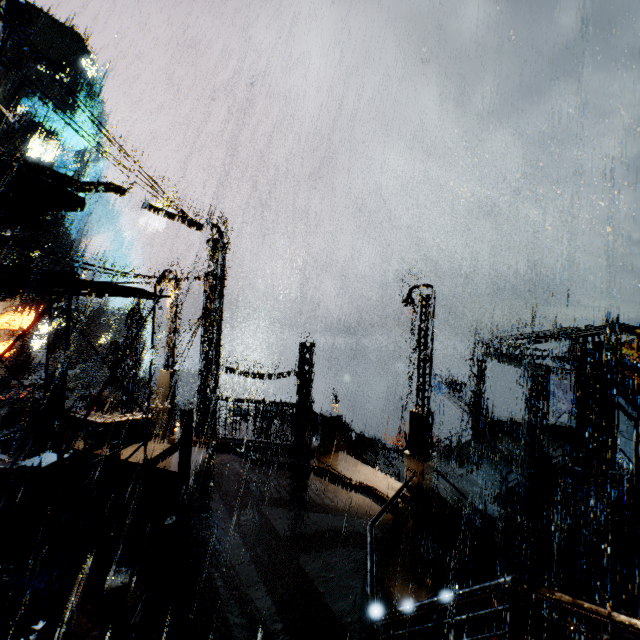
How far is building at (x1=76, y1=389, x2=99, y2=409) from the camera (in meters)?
17.27

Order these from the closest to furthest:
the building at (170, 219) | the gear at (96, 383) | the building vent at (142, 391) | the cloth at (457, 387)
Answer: the building at (170, 219) < the building vent at (142, 391) < the cloth at (457, 387) < the gear at (96, 383)

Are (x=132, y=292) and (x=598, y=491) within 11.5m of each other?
no

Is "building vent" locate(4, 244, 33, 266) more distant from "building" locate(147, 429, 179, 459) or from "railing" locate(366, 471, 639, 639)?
"railing" locate(366, 471, 639, 639)

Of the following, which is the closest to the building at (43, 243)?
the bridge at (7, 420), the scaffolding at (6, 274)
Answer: the bridge at (7, 420)

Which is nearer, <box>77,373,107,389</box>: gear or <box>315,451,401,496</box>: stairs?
<box>315,451,401,496</box>: stairs

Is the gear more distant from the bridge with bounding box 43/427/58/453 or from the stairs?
the stairs

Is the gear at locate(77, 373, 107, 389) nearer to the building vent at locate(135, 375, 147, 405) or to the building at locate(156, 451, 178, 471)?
the building at locate(156, 451, 178, 471)
